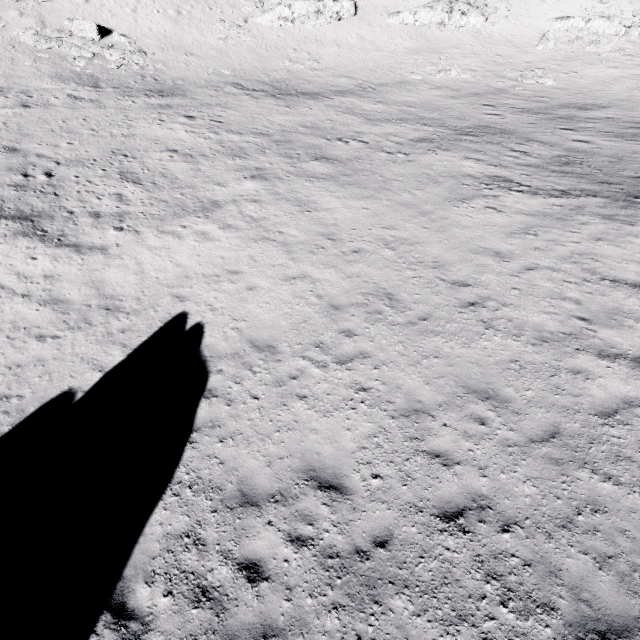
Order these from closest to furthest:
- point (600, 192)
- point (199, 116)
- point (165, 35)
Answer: point (600, 192) < point (199, 116) < point (165, 35)

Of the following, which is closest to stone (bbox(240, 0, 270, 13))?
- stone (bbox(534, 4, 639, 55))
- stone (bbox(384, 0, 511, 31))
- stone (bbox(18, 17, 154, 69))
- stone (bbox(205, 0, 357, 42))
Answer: stone (bbox(205, 0, 357, 42))

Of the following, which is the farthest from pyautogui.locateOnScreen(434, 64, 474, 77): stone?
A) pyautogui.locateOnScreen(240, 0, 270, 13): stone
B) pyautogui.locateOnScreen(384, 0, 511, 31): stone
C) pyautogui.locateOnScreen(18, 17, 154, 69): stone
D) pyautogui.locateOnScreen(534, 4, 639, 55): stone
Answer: pyautogui.locateOnScreen(18, 17, 154, 69): stone

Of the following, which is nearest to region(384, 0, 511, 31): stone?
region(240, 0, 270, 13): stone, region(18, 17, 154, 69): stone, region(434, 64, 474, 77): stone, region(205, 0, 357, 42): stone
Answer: region(205, 0, 357, 42): stone

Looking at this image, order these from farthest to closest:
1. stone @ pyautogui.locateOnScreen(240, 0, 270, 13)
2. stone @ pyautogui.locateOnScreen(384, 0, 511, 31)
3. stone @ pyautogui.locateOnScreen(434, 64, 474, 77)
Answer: stone @ pyautogui.locateOnScreen(240, 0, 270, 13) → stone @ pyautogui.locateOnScreen(384, 0, 511, 31) → stone @ pyautogui.locateOnScreen(434, 64, 474, 77)

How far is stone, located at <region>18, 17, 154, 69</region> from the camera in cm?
2855

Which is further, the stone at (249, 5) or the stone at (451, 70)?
the stone at (249, 5)

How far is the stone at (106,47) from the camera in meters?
28.5
